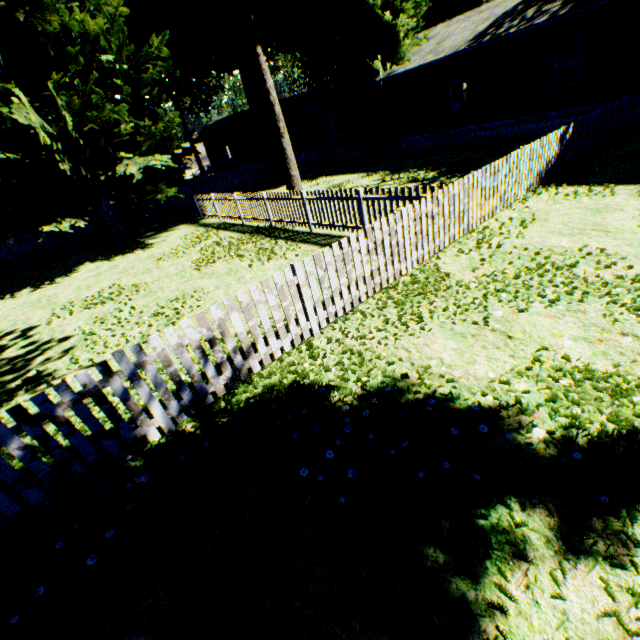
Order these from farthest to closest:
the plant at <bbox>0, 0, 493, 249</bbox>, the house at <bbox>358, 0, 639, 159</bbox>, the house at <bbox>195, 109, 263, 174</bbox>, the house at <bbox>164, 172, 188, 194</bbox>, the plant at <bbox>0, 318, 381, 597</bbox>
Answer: the house at <bbox>195, 109, 263, 174</bbox>, the house at <bbox>164, 172, 188, 194</bbox>, the house at <bbox>358, 0, 639, 159</bbox>, the plant at <bbox>0, 0, 493, 249</bbox>, the plant at <bbox>0, 318, 381, 597</bbox>

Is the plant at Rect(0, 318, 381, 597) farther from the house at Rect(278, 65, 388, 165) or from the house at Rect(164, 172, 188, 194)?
the house at Rect(164, 172, 188, 194)

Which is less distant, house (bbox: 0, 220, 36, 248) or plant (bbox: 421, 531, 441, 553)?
plant (bbox: 421, 531, 441, 553)

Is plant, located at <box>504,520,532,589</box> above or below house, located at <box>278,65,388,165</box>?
below

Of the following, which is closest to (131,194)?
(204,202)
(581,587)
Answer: (204,202)

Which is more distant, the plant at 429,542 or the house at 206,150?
A: the house at 206,150

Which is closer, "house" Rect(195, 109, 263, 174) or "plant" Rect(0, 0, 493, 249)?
"plant" Rect(0, 0, 493, 249)

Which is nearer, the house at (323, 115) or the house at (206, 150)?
the house at (323, 115)
